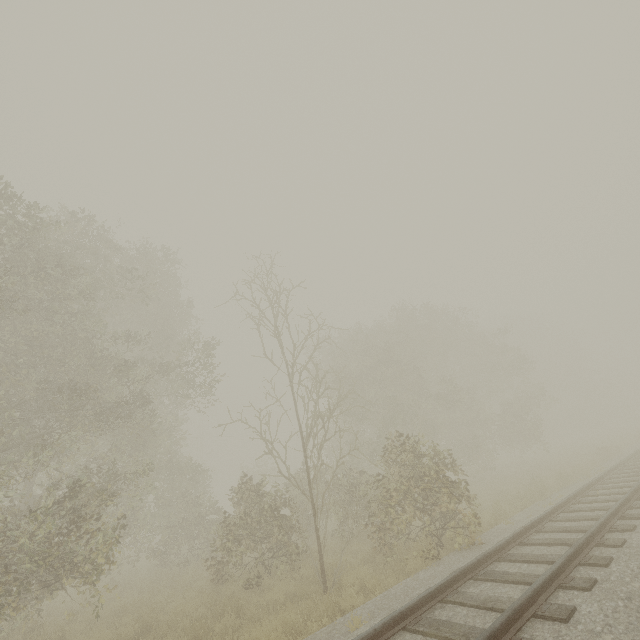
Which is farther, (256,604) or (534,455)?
(534,455)
